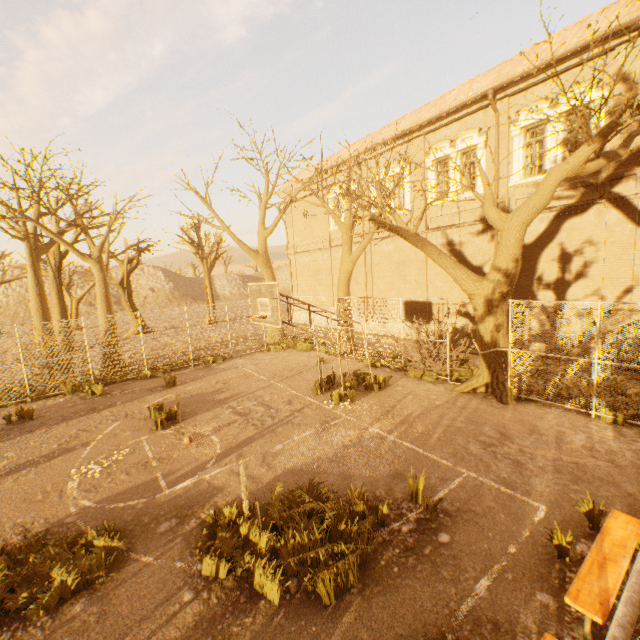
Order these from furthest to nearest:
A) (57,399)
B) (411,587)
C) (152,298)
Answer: (152,298), (57,399), (411,587)

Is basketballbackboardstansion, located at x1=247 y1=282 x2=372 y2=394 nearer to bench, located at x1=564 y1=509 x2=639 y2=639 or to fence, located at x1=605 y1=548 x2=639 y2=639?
fence, located at x1=605 y1=548 x2=639 y2=639

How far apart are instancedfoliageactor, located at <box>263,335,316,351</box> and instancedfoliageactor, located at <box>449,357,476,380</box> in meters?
6.8

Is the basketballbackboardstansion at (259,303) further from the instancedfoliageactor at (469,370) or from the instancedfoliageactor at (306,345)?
the instancedfoliageactor at (306,345)

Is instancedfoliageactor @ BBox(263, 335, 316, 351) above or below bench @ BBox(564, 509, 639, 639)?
below

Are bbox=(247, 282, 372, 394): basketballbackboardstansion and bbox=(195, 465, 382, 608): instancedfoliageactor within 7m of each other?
yes

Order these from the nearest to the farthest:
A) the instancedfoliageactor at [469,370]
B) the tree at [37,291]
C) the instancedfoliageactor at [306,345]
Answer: the instancedfoliageactor at [469,370] < the tree at [37,291] < the instancedfoliageactor at [306,345]

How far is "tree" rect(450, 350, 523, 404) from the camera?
9.6m
